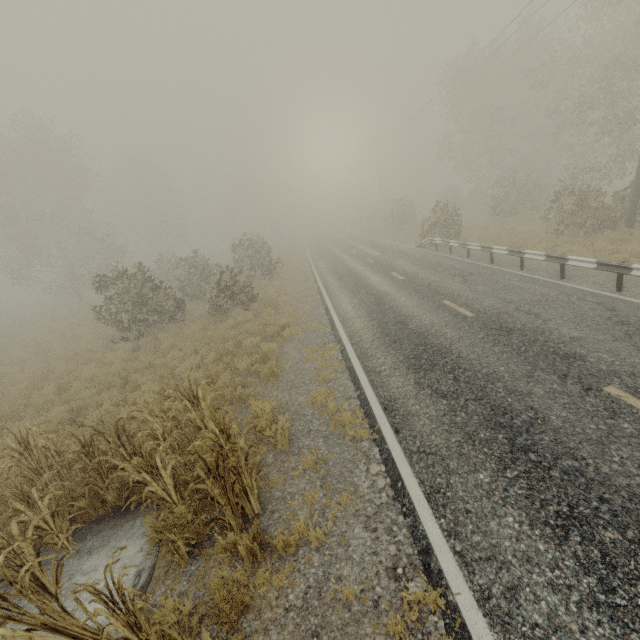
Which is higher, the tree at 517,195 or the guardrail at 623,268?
the tree at 517,195

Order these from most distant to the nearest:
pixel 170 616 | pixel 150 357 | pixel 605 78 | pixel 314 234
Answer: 1. pixel 314 234
2. pixel 605 78
3. pixel 150 357
4. pixel 170 616

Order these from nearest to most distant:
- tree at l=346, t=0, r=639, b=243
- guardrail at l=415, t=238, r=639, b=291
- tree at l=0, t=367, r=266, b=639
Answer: tree at l=0, t=367, r=266, b=639
guardrail at l=415, t=238, r=639, b=291
tree at l=346, t=0, r=639, b=243

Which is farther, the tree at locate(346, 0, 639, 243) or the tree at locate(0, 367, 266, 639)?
the tree at locate(346, 0, 639, 243)

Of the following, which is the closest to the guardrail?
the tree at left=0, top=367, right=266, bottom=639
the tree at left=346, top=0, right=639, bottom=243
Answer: the tree at left=0, top=367, right=266, bottom=639

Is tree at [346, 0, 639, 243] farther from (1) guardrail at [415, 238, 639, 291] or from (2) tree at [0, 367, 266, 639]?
(2) tree at [0, 367, 266, 639]

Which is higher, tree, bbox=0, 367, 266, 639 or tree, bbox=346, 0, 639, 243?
tree, bbox=346, 0, 639, 243

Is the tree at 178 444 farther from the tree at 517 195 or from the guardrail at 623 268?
the tree at 517 195
